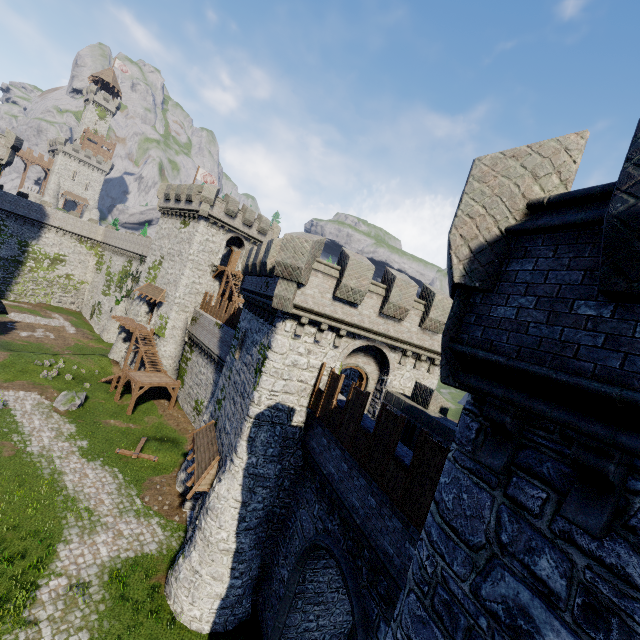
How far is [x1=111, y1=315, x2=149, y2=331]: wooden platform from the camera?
35.56m

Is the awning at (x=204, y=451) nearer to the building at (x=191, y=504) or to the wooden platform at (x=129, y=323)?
the building at (x=191, y=504)

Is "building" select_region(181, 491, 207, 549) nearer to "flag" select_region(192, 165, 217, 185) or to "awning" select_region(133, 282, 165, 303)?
"awning" select_region(133, 282, 165, 303)

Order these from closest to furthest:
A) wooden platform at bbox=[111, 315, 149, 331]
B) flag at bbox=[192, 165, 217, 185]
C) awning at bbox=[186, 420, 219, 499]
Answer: awning at bbox=[186, 420, 219, 499] → wooden platform at bbox=[111, 315, 149, 331] → flag at bbox=[192, 165, 217, 185]

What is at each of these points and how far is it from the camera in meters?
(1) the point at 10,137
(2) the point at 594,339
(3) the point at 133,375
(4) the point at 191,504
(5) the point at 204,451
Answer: (1) building tower, 40.0 m
(2) building, 3.1 m
(3) stairs, 30.1 m
(4) building, 20.1 m
(5) awning, 17.7 m

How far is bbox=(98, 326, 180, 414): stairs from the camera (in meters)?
29.09

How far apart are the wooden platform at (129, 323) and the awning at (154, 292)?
3.1 meters

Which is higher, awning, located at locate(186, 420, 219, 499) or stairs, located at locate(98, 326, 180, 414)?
awning, located at locate(186, 420, 219, 499)
